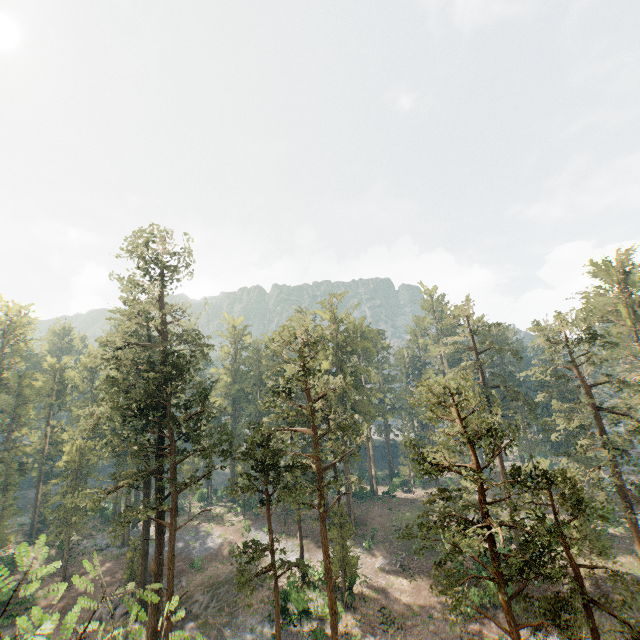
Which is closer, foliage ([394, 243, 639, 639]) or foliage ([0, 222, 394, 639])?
foliage ([394, 243, 639, 639])

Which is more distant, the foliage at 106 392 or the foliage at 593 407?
the foliage at 106 392

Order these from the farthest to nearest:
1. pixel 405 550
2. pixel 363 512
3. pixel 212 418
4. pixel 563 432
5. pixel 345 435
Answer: pixel 563 432
pixel 363 512
pixel 405 550
pixel 212 418
pixel 345 435
